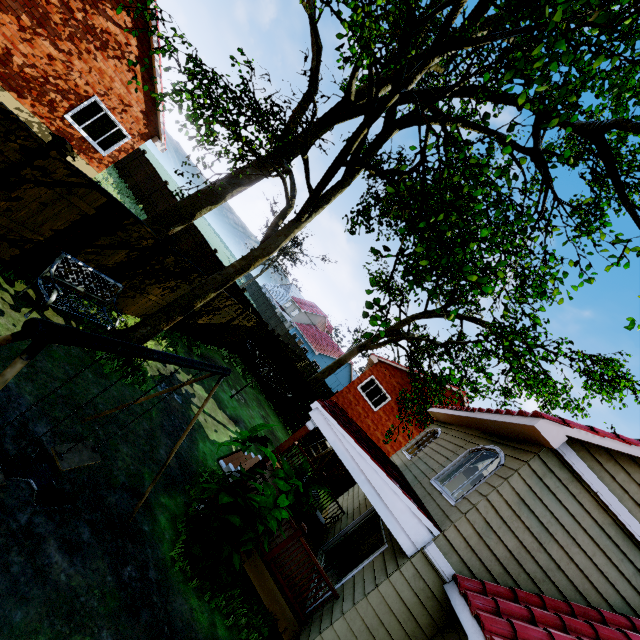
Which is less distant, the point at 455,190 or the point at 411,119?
the point at 411,119

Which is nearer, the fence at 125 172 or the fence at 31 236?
the fence at 31 236

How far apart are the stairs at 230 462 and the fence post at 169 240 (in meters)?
5.12

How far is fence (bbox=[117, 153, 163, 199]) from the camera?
21.8m

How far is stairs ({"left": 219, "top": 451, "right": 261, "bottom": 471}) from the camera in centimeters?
828cm

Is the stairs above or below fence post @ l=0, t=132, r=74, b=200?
below

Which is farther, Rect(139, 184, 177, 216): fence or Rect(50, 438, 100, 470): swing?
Rect(139, 184, 177, 216): fence
